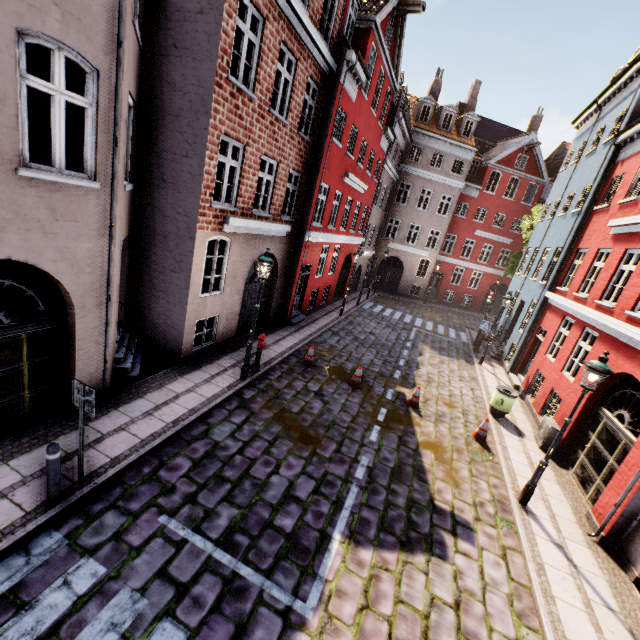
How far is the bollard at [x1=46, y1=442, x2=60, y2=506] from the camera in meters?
4.7 m

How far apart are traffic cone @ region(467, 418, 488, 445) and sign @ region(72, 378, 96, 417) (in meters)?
9.79

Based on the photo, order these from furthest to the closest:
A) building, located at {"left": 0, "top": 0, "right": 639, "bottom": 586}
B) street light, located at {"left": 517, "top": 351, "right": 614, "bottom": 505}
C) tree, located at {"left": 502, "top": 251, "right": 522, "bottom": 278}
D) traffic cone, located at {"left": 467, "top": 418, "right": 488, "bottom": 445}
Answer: tree, located at {"left": 502, "top": 251, "right": 522, "bottom": 278} < traffic cone, located at {"left": 467, "top": 418, "right": 488, "bottom": 445} < street light, located at {"left": 517, "top": 351, "right": 614, "bottom": 505} < building, located at {"left": 0, "top": 0, "right": 639, "bottom": 586}

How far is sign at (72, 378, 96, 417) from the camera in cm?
484

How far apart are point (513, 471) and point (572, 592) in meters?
3.1

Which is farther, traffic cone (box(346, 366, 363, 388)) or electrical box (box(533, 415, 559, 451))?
traffic cone (box(346, 366, 363, 388))

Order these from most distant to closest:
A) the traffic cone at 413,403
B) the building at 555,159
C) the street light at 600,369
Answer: the traffic cone at 413,403, the street light at 600,369, the building at 555,159

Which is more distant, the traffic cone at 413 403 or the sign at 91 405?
the traffic cone at 413 403
